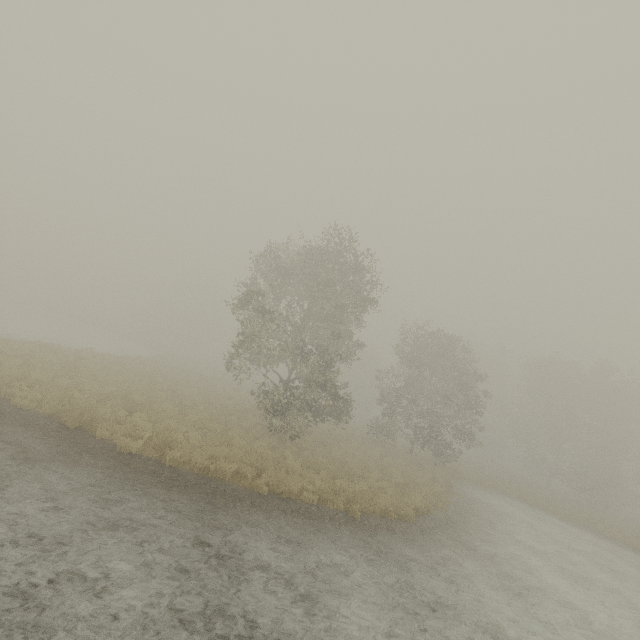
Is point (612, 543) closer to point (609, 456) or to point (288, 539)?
point (609, 456)
